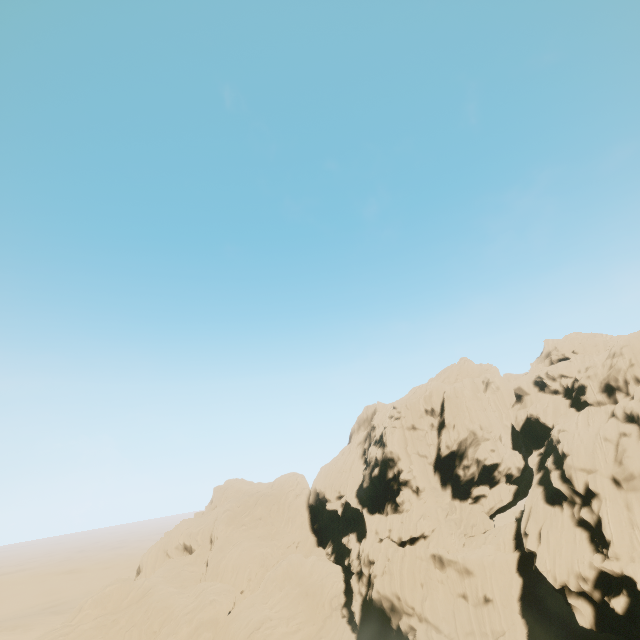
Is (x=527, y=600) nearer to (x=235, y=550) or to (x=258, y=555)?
(x=258, y=555)
